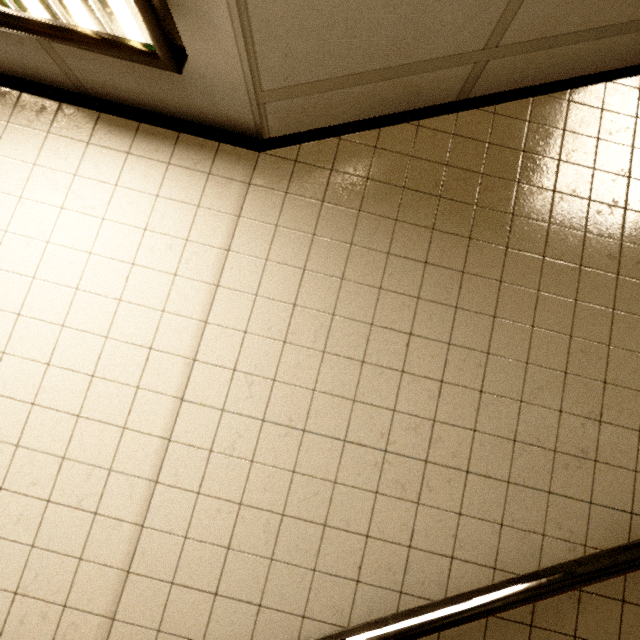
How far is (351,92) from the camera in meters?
1.2 m
